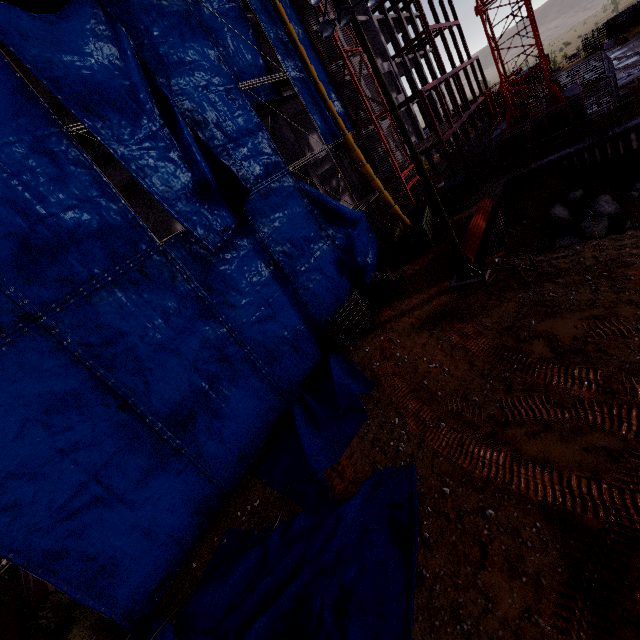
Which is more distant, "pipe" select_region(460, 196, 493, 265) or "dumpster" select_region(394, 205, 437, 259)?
"dumpster" select_region(394, 205, 437, 259)

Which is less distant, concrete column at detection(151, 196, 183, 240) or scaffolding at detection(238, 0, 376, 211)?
scaffolding at detection(238, 0, 376, 211)

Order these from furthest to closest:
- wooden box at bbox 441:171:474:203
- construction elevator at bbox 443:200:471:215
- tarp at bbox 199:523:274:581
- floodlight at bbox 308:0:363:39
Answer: wooden box at bbox 441:171:474:203 < construction elevator at bbox 443:200:471:215 < floodlight at bbox 308:0:363:39 < tarp at bbox 199:523:274:581

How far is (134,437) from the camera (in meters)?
9.43

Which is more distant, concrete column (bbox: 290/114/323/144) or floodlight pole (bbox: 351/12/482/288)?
concrete column (bbox: 290/114/323/144)

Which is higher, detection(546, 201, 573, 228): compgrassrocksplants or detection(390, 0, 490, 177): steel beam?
detection(390, 0, 490, 177): steel beam

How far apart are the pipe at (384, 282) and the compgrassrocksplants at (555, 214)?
12.4m

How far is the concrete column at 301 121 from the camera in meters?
25.9 m
